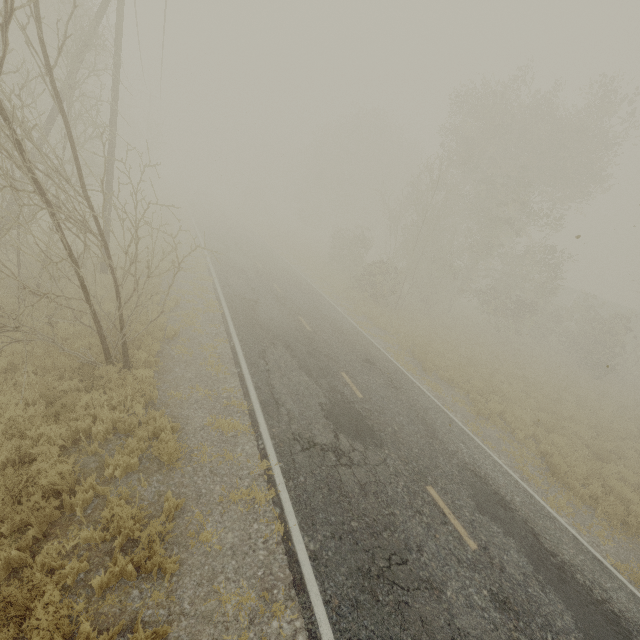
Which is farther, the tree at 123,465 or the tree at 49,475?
the tree at 123,465

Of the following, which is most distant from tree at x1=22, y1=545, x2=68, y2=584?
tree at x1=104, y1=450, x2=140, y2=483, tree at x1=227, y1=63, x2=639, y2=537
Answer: tree at x1=227, y1=63, x2=639, y2=537

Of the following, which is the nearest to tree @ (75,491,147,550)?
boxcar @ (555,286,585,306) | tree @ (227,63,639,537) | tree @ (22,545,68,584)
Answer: tree @ (22,545,68,584)

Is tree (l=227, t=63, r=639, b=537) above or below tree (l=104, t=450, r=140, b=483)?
above

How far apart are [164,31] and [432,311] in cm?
2358

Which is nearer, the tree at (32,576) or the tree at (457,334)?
the tree at (32,576)

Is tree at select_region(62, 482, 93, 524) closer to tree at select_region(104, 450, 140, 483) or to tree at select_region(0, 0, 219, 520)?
tree at select_region(104, 450, 140, 483)

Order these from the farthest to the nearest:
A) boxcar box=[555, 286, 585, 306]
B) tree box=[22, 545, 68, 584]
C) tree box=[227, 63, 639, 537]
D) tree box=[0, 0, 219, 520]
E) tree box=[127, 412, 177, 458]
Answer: boxcar box=[555, 286, 585, 306] < tree box=[227, 63, 639, 537] < tree box=[127, 412, 177, 458] < tree box=[0, 0, 219, 520] < tree box=[22, 545, 68, 584]
